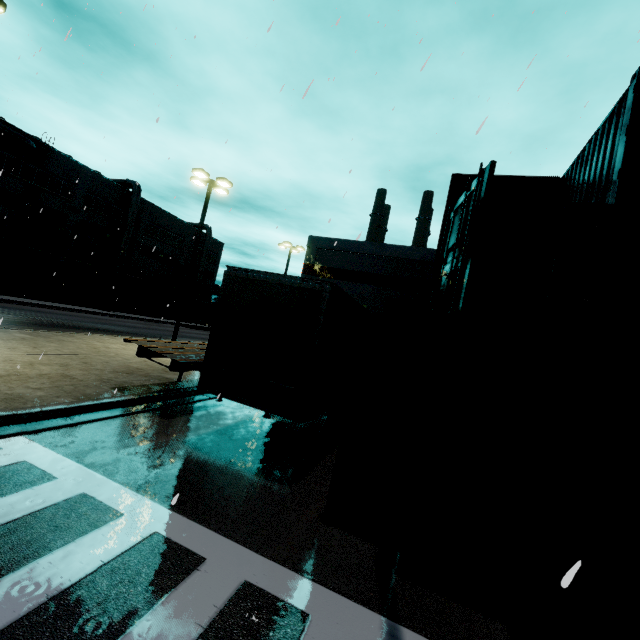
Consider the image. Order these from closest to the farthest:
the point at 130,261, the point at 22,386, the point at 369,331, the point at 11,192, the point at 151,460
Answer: the point at 151,460
the point at 22,386
the point at 369,331
the point at 11,192
the point at 130,261

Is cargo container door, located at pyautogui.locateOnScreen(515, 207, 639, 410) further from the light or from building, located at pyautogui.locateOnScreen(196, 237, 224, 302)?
the light

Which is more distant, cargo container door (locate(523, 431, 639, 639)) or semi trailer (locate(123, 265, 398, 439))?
semi trailer (locate(123, 265, 398, 439))

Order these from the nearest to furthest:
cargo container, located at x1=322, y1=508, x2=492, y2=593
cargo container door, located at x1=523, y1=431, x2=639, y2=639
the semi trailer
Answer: cargo container door, located at x1=523, y1=431, x2=639, y2=639, cargo container, located at x1=322, y1=508, x2=492, y2=593, the semi trailer

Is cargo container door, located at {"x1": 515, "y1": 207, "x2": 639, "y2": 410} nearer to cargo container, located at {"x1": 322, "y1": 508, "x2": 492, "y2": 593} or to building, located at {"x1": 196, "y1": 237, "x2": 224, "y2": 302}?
cargo container, located at {"x1": 322, "y1": 508, "x2": 492, "y2": 593}

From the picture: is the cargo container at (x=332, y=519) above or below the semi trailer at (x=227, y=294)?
below

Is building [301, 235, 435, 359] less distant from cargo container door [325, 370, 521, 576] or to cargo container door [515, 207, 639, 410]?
cargo container door [515, 207, 639, 410]

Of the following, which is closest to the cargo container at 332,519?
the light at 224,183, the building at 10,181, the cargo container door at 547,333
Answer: the cargo container door at 547,333
